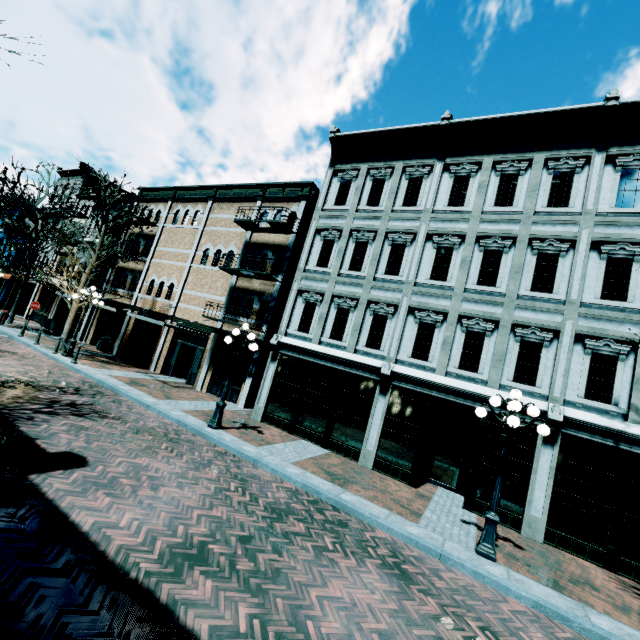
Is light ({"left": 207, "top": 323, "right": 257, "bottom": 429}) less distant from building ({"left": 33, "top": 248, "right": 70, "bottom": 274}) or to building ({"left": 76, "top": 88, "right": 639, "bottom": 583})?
building ({"left": 76, "top": 88, "right": 639, "bottom": 583})

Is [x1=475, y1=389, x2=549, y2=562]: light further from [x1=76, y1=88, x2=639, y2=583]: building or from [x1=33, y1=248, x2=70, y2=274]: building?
[x1=33, y1=248, x2=70, y2=274]: building

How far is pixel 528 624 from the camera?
5.27m

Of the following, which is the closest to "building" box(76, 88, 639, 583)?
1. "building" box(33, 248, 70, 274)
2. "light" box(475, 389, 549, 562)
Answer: "building" box(33, 248, 70, 274)

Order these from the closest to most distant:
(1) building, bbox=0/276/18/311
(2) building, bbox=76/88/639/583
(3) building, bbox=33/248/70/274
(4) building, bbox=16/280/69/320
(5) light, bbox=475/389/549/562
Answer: (5) light, bbox=475/389/549/562 < (2) building, bbox=76/88/639/583 < (4) building, bbox=16/280/69/320 < (3) building, bbox=33/248/70/274 < (1) building, bbox=0/276/18/311

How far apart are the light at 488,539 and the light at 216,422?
7.1 meters

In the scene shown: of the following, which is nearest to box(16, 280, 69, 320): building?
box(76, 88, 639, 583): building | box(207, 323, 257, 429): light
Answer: box(76, 88, 639, 583): building

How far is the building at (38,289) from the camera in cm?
2497
